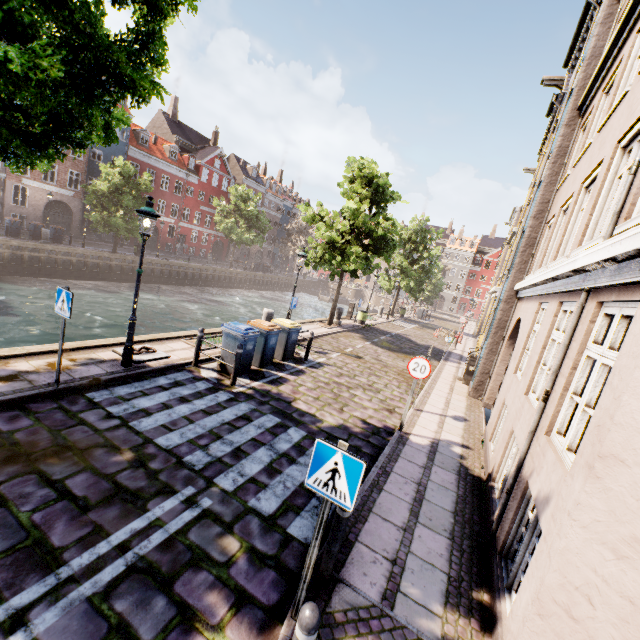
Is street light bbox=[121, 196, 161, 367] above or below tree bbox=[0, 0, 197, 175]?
below

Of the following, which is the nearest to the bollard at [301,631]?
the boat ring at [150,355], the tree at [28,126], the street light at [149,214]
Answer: the tree at [28,126]

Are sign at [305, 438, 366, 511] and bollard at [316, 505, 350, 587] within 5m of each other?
yes

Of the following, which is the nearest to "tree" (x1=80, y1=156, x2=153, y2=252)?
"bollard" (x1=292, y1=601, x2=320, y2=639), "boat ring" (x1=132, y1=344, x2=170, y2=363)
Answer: "boat ring" (x1=132, y1=344, x2=170, y2=363)

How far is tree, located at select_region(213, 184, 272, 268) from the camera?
38.8m

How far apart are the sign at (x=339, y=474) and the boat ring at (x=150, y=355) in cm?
666

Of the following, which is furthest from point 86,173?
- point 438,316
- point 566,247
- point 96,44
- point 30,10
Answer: point 438,316

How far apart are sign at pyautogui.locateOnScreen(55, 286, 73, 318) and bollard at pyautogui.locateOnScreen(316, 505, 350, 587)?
5.6 meters
